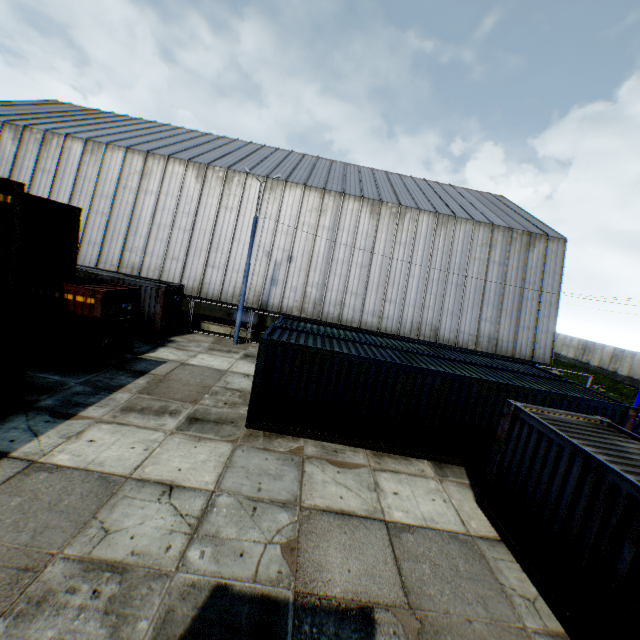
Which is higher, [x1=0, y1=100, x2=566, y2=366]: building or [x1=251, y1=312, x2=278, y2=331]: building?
[x1=0, y1=100, x2=566, y2=366]: building

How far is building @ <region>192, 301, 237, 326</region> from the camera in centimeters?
2258cm

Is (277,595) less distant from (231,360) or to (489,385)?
(489,385)

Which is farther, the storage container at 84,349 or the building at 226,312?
the building at 226,312

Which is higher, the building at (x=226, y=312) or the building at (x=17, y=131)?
the building at (x=17, y=131)

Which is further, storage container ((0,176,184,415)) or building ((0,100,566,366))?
building ((0,100,566,366))
